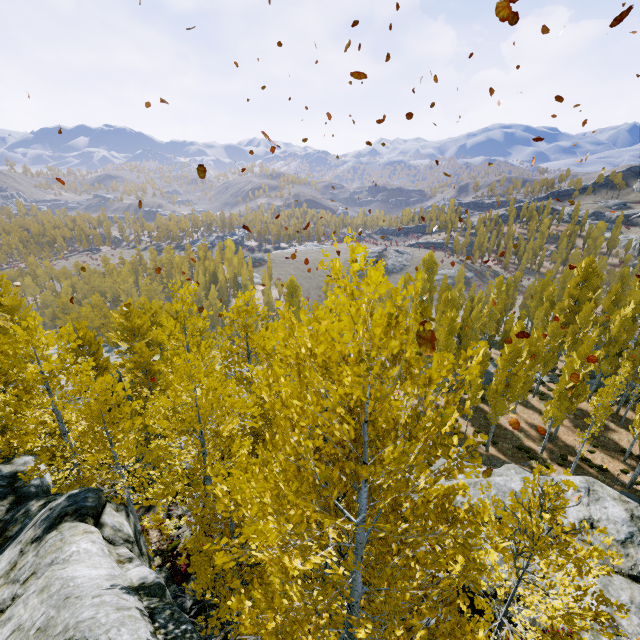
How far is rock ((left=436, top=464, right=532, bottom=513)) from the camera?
9.8m

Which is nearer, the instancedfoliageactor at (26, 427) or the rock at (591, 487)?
the instancedfoliageactor at (26, 427)

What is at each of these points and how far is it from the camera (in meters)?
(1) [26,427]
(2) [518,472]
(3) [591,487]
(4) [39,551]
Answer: (1) instancedfoliageactor, 11.07
(2) rock, 21.78
(3) rock, 9.50
(4) rock, 6.39

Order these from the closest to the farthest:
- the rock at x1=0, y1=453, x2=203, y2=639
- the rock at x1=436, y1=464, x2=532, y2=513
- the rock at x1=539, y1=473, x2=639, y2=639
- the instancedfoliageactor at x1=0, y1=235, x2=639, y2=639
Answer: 1. the instancedfoliageactor at x1=0, y1=235, x2=639, y2=639
2. the rock at x1=0, y1=453, x2=203, y2=639
3. the rock at x1=539, y1=473, x2=639, y2=639
4. the rock at x1=436, y1=464, x2=532, y2=513

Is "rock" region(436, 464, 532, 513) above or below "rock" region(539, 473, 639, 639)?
below

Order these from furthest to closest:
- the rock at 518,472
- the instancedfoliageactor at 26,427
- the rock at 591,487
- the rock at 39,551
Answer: the rock at 518,472 < the rock at 591,487 < the rock at 39,551 < the instancedfoliageactor at 26,427

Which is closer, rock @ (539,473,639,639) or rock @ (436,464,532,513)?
rock @ (539,473,639,639)
